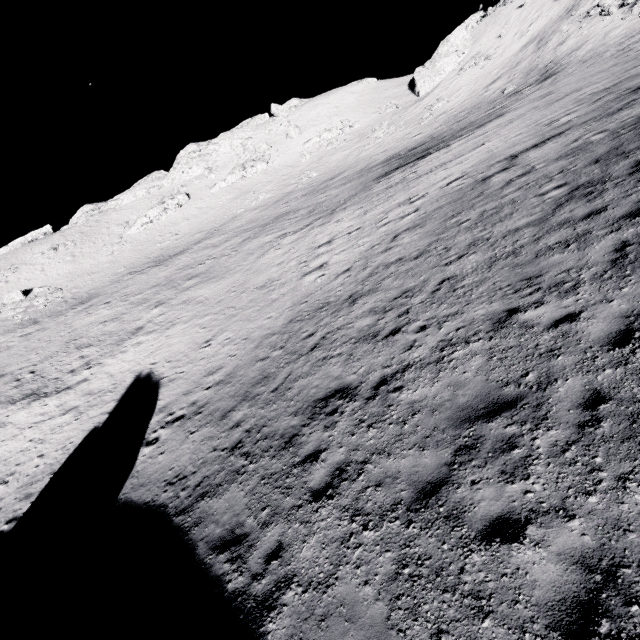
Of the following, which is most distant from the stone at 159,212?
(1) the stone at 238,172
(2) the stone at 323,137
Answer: (2) the stone at 323,137

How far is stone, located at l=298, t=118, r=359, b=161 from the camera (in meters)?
54.88

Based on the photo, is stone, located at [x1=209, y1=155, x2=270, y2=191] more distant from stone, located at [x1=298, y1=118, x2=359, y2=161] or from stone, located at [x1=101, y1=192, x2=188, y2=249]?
stone, located at [x1=298, y1=118, x2=359, y2=161]

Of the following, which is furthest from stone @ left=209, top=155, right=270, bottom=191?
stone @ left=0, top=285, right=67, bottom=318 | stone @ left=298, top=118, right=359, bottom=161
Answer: stone @ left=0, top=285, right=67, bottom=318

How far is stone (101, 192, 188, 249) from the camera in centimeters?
5125cm

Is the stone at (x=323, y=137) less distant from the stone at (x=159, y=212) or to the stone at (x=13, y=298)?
the stone at (x=159, y=212)

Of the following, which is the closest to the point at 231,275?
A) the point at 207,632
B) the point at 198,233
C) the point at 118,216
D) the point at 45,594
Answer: the point at 45,594

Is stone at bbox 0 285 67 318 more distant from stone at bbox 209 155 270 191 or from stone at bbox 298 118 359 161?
stone at bbox 298 118 359 161
